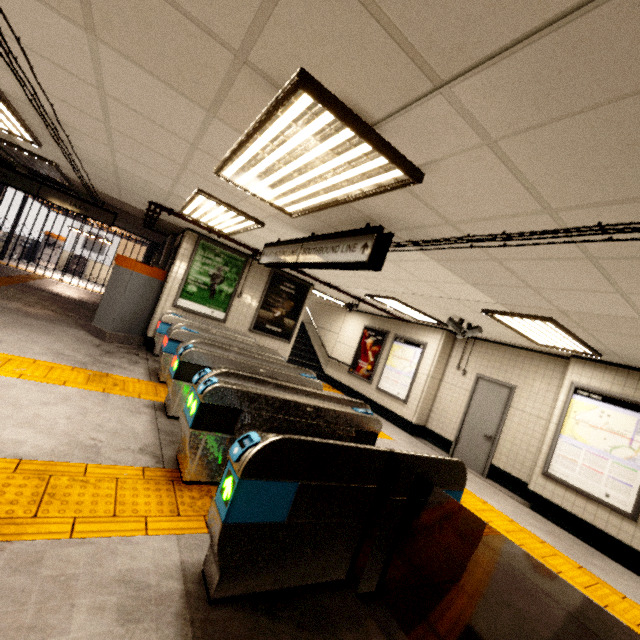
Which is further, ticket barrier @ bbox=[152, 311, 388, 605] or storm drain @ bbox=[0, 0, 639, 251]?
ticket barrier @ bbox=[152, 311, 388, 605]

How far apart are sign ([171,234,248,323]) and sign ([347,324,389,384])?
4.82m

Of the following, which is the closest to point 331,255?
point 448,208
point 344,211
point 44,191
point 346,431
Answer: point 344,211

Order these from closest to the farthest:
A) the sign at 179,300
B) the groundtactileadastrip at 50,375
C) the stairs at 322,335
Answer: the groundtactileadastrip at 50,375, the sign at 179,300, the stairs at 322,335

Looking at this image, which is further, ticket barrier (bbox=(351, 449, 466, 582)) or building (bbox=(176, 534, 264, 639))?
ticket barrier (bbox=(351, 449, 466, 582))

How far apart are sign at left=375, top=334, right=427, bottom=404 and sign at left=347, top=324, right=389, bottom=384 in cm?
25

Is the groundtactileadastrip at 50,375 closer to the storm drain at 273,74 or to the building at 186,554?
the building at 186,554

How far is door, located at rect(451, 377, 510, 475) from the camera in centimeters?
713cm
